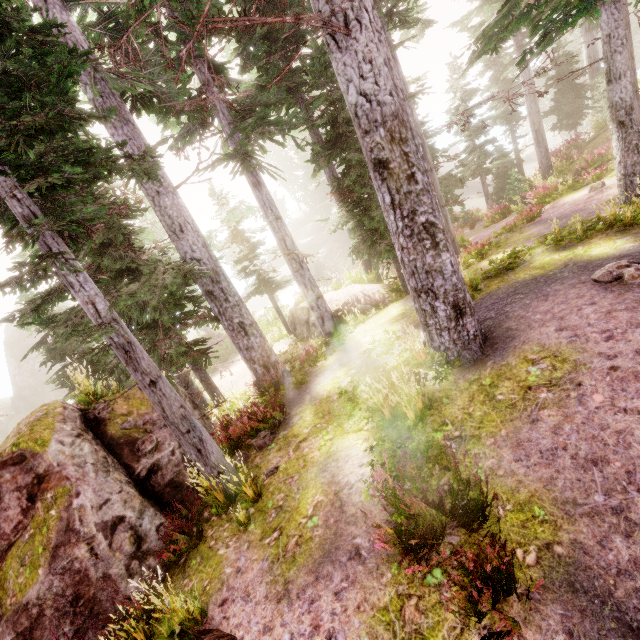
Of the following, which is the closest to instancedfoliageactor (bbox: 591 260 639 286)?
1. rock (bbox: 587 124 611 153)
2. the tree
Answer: rock (bbox: 587 124 611 153)

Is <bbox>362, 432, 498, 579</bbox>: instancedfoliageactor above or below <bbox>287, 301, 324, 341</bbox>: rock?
above

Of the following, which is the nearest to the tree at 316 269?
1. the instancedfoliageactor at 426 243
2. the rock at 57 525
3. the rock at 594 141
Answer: the instancedfoliageactor at 426 243

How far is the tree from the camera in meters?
31.7

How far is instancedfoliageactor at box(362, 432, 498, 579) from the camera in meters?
3.8 m

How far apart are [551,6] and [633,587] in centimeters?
681cm

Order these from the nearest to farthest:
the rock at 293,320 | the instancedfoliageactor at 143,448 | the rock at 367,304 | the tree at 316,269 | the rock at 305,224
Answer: the instancedfoliageactor at 143,448 → the rock at 367,304 → the rock at 293,320 → the tree at 316,269 → the rock at 305,224

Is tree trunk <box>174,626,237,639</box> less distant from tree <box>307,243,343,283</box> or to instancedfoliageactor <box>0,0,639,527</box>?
instancedfoliageactor <box>0,0,639,527</box>
